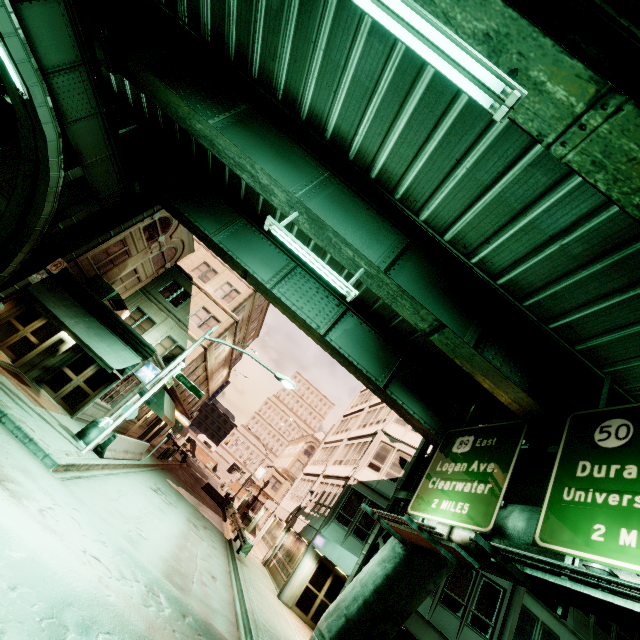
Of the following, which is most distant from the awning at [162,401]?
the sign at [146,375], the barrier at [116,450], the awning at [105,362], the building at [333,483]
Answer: the building at [333,483]

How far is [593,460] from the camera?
7.3m

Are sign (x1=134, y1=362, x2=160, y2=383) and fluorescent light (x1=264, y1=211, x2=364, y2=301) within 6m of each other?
no

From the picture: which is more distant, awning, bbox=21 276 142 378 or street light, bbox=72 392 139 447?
awning, bbox=21 276 142 378

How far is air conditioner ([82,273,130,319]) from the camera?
18.8m

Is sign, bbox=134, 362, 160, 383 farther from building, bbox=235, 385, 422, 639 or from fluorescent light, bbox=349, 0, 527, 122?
fluorescent light, bbox=349, 0, 527, 122

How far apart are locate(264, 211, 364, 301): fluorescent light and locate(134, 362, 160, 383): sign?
12.3m

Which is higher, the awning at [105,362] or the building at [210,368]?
the building at [210,368]
